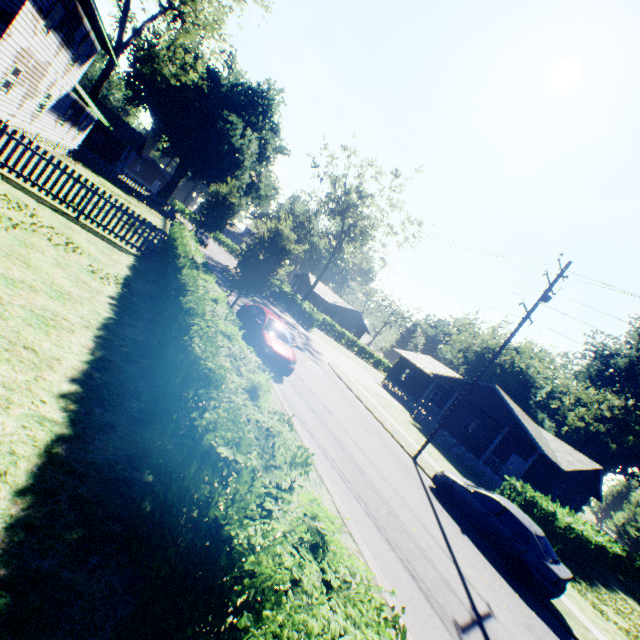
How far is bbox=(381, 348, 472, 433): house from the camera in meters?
29.1

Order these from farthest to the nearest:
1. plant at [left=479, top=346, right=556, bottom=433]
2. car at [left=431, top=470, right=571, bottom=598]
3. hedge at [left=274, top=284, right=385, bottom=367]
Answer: plant at [left=479, top=346, right=556, bottom=433] < hedge at [left=274, top=284, right=385, bottom=367] < car at [left=431, top=470, right=571, bottom=598]

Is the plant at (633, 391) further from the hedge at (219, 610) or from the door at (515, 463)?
the door at (515, 463)

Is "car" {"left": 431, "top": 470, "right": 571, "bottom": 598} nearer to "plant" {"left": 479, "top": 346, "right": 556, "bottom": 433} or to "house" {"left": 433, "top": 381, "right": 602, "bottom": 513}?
"plant" {"left": 479, "top": 346, "right": 556, "bottom": 433}

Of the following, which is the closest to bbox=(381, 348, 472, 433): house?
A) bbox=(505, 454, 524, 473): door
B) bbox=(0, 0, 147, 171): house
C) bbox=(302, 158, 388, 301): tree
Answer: bbox=(505, 454, 524, 473): door

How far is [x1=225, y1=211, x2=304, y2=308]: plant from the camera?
14.0m

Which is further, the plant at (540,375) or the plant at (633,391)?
the plant at (540,375)

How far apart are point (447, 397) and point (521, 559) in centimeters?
2532cm
